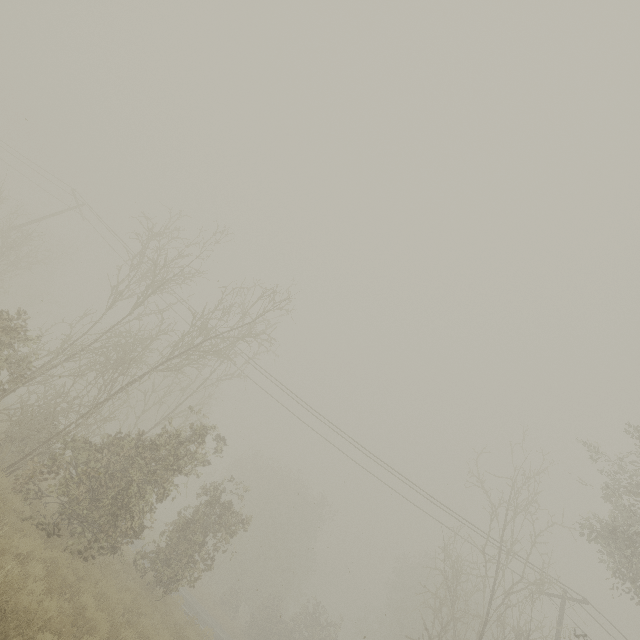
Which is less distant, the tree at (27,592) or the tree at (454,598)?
the tree at (27,592)

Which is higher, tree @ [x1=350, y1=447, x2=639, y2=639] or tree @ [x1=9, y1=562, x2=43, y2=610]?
tree @ [x1=350, y1=447, x2=639, y2=639]

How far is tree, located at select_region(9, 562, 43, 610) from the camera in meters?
5.8

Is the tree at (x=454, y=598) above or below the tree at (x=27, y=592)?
above

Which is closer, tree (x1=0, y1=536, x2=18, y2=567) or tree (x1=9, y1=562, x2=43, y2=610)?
tree (x1=9, y1=562, x2=43, y2=610)

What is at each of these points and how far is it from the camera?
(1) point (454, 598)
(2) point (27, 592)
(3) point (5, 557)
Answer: (1) tree, 35.8 meters
(2) tree, 6.6 meters
(3) tree, 6.5 meters

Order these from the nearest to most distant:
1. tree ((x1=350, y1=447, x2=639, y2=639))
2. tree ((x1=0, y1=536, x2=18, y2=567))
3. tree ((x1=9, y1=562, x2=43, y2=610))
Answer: tree ((x1=9, y1=562, x2=43, y2=610)) → tree ((x1=0, y1=536, x2=18, y2=567)) → tree ((x1=350, y1=447, x2=639, y2=639))
